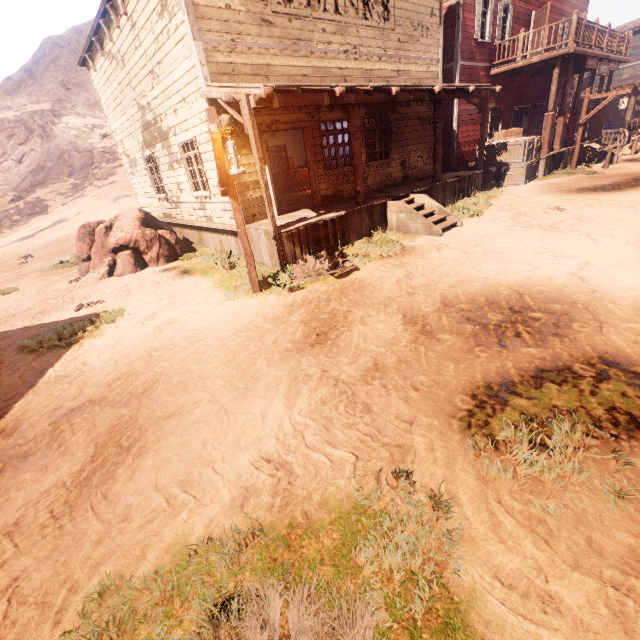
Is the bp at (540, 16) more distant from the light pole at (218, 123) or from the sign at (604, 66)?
the light pole at (218, 123)

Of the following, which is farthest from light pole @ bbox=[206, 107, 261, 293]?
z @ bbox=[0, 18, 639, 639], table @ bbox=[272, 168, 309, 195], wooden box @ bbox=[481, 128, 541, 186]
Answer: wooden box @ bbox=[481, 128, 541, 186]

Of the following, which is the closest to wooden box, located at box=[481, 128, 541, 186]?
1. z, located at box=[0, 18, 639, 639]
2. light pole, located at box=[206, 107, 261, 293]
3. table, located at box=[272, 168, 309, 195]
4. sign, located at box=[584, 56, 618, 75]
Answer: z, located at box=[0, 18, 639, 639]

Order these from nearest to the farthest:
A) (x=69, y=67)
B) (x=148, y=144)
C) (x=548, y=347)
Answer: (x=548, y=347) → (x=148, y=144) → (x=69, y=67)

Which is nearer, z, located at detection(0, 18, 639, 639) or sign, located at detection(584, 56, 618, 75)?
z, located at detection(0, 18, 639, 639)

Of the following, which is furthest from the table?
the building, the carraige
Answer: the carraige

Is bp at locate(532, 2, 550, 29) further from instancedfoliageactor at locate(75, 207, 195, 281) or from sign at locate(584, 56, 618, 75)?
instancedfoliageactor at locate(75, 207, 195, 281)

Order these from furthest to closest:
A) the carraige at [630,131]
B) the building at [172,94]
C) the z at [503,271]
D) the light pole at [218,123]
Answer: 1. the carraige at [630,131]
2. the building at [172,94]
3. the light pole at [218,123]
4. the z at [503,271]
